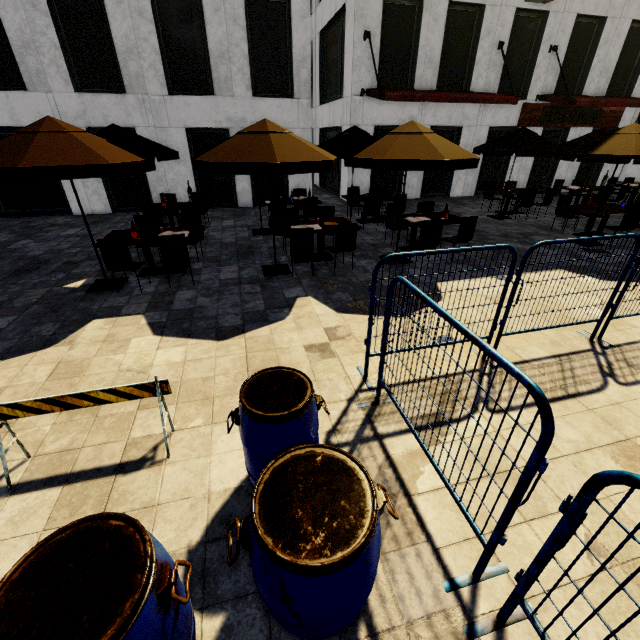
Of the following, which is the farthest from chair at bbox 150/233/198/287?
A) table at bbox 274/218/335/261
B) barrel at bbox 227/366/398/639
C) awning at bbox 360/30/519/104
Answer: awning at bbox 360/30/519/104

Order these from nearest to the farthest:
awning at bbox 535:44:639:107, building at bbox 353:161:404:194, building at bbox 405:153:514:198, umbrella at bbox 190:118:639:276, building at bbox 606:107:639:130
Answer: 1. umbrella at bbox 190:118:639:276
2. awning at bbox 535:44:639:107
3. building at bbox 353:161:404:194
4. building at bbox 405:153:514:198
5. building at bbox 606:107:639:130

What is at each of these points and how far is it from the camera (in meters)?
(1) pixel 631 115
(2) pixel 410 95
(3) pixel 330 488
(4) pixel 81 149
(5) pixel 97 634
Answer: (1) building, 16.06
(2) awning, 11.35
(3) barrel, 1.85
(4) umbrella, 4.90
(5) barrel, 1.23

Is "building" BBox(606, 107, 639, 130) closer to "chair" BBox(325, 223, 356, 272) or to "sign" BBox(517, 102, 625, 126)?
"sign" BBox(517, 102, 625, 126)

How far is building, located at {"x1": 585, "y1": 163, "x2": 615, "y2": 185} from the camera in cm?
1720

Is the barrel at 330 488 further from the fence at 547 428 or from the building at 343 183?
the building at 343 183

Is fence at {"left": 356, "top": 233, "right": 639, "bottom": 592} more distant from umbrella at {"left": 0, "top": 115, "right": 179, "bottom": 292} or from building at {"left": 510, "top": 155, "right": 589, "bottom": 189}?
building at {"left": 510, "top": 155, "right": 589, "bottom": 189}

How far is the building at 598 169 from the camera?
17.20m
